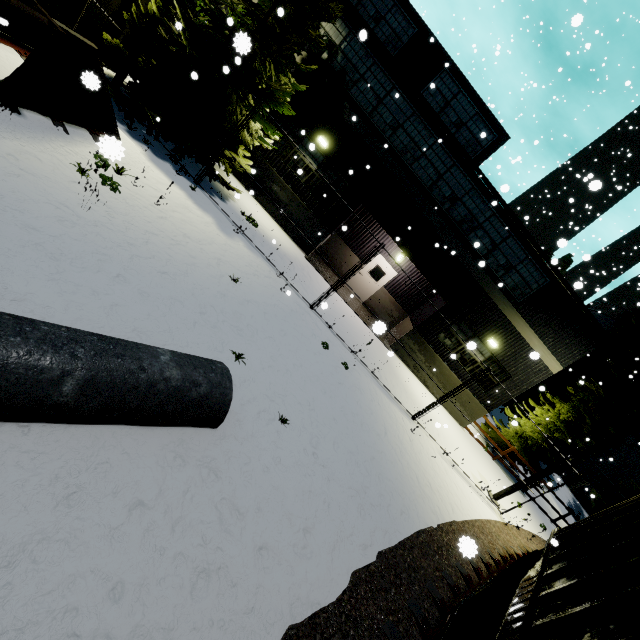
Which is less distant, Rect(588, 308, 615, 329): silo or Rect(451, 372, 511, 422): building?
Rect(451, 372, 511, 422): building

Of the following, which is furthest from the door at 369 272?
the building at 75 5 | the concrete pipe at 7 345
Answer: the concrete pipe at 7 345

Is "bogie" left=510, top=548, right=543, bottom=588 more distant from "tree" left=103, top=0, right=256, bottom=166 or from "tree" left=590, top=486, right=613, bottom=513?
"tree" left=103, top=0, right=256, bottom=166

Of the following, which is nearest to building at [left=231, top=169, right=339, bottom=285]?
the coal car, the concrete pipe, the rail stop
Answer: the coal car

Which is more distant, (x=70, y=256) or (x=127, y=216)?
(x=127, y=216)

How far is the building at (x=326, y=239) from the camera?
14.1m

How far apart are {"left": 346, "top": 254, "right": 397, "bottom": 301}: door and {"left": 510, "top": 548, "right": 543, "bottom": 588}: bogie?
11.9m

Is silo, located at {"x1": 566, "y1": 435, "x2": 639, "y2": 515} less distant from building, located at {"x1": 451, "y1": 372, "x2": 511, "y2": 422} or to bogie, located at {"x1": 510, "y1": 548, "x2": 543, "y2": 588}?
building, located at {"x1": 451, "y1": 372, "x2": 511, "y2": 422}
